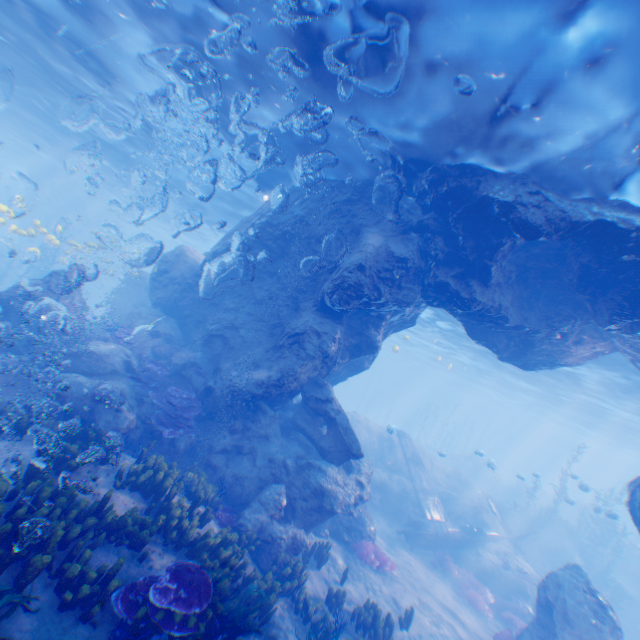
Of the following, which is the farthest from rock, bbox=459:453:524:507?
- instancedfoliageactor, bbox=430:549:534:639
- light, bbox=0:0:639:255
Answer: instancedfoliageactor, bbox=430:549:534:639

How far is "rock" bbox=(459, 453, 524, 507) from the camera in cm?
3412

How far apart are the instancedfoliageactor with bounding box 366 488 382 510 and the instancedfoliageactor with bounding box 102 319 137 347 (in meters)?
15.08

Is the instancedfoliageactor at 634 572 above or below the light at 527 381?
below

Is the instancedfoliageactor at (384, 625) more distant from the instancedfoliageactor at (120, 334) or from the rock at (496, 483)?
the rock at (496, 483)

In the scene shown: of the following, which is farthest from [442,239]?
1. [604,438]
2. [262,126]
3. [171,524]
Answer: [604,438]

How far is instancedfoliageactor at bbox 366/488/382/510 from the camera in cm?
1883

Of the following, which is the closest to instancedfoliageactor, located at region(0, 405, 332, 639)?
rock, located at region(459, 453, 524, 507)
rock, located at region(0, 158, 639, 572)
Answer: rock, located at region(0, 158, 639, 572)
